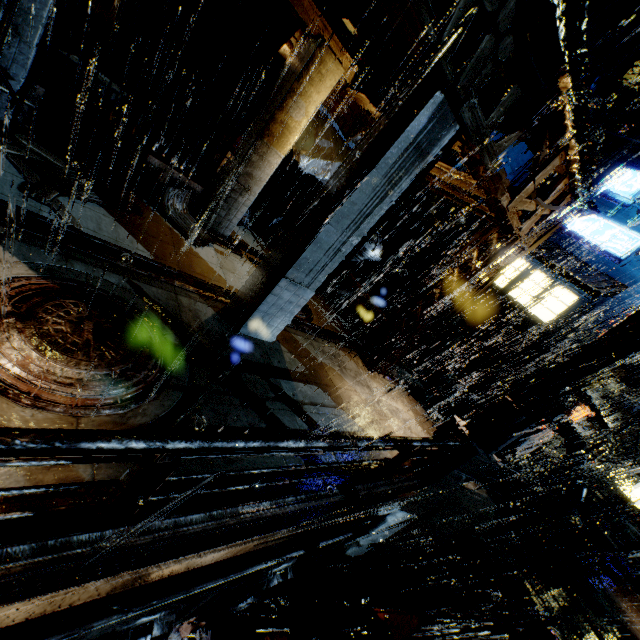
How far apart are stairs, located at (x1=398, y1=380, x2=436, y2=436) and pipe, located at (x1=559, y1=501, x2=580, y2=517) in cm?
973

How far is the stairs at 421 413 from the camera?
10.5m

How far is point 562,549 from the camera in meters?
12.5 m

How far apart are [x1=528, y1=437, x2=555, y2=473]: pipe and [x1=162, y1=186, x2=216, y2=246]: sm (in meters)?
27.83

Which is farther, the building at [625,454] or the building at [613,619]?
the building at [625,454]

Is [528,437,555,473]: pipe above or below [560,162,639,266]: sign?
below

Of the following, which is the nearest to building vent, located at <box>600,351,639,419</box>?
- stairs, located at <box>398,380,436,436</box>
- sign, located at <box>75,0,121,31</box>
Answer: stairs, located at <box>398,380,436,436</box>

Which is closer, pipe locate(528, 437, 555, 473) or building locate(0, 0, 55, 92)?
building locate(0, 0, 55, 92)
